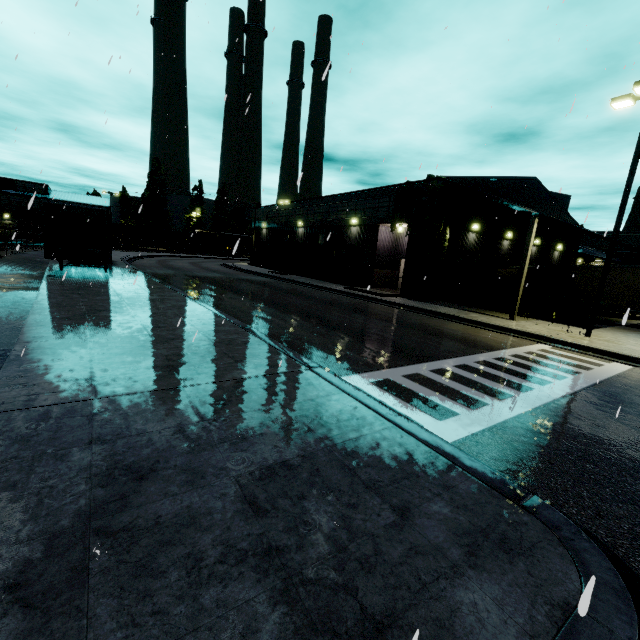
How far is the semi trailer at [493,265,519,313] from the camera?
24.5m

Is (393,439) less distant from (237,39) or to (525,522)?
(525,522)

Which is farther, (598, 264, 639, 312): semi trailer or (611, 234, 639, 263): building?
(611, 234, 639, 263): building

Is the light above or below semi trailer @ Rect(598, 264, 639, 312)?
above

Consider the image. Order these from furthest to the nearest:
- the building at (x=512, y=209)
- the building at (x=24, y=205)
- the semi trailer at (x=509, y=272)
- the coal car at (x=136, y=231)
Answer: the coal car at (x=136, y=231) < the building at (x=24, y=205) < the semi trailer at (x=509, y=272) < the building at (x=512, y=209)

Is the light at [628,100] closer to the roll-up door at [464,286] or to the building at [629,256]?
the building at [629,256]

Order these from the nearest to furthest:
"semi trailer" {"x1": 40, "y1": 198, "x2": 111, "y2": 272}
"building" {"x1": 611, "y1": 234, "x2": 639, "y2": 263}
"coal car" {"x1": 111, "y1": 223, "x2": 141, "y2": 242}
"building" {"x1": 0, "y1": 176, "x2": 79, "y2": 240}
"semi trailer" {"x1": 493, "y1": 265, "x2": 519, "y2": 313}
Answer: "semi trailer" {"x1": 40, "y1": 198, "x2": 111, "y2": 272}, "semi trailer" {"x1": 493, "y1": 265, "x2": 519, "y2": 313}, "building" {"x1": 611, "y1": 234, "x2": 639, "y2": 263}, "building" {"x1": 0, "y1": 176, "x2": 79, "y2": 240}, "coal car" {"x1": 111, "y1": 223, "x2": 141, "y2": 242}

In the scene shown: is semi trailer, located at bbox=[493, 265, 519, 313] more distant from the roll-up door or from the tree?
the roll-up door
